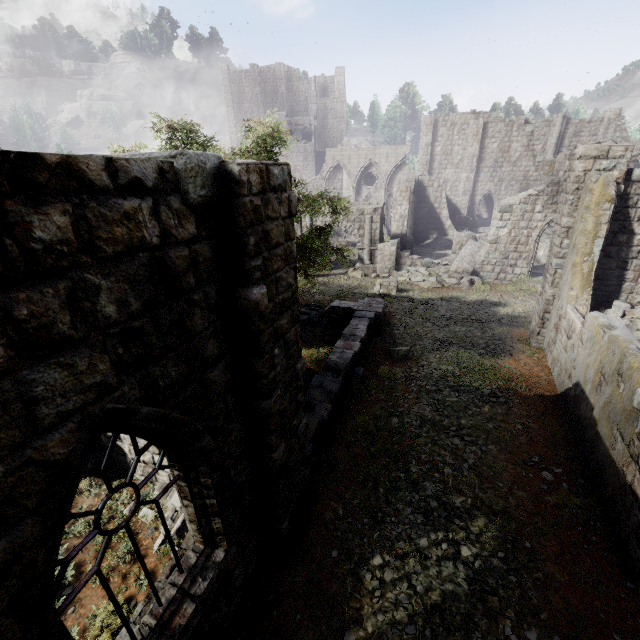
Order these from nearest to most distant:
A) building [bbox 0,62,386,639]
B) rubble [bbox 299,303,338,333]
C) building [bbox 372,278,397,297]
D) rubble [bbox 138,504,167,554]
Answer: building [bbox 0,62,386,639] < rubble [bbox 138,504,167,554] < rubble [bbox 299,303,338,333] < building [bbox 372,278,397,297]

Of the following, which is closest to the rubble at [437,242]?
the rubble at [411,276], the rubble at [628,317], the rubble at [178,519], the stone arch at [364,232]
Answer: the stone arch at [364,232]

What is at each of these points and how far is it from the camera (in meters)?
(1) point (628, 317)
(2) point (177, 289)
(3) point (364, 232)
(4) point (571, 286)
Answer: (1) rubble, 10.33
(2) building, 3.09
(3) stone arch, 23.34
(4) building, 10.79

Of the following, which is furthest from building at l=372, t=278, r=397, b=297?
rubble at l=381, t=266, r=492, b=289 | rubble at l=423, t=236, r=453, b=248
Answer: rubble at l=423, t=236, r=453, b=248

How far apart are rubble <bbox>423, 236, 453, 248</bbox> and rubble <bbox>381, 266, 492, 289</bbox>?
7.8m

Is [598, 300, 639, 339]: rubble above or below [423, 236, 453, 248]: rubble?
above

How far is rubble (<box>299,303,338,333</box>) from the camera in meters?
15.1 m

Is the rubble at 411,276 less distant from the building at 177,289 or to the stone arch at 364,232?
the building at 177,289
